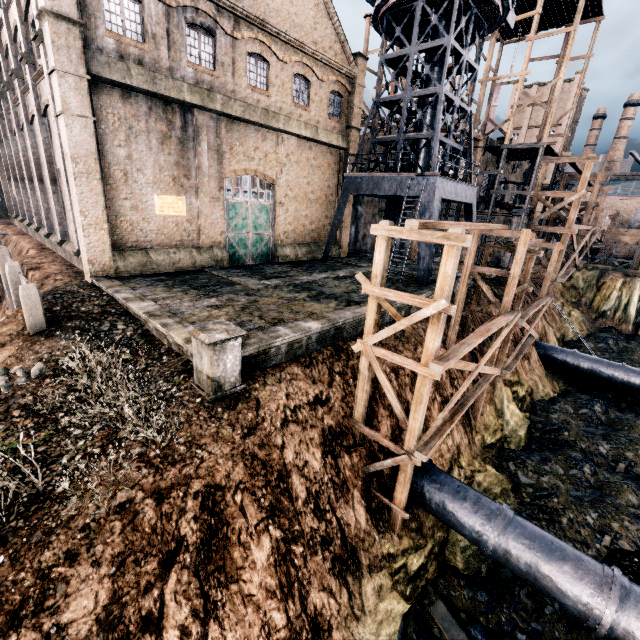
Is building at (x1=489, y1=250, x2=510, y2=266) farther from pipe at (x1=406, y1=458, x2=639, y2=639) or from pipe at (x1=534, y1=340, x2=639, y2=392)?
pipe at (x1=406, y1=458, x2=639, y2=639)

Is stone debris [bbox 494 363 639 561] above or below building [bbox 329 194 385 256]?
below

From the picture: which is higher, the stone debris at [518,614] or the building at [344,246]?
the building at [344,246]

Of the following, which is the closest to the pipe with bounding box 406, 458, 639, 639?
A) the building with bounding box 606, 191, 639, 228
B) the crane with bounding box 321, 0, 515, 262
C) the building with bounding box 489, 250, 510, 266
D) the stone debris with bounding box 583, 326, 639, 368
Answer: the stone debris with bounding box 583, 326, 639, 368

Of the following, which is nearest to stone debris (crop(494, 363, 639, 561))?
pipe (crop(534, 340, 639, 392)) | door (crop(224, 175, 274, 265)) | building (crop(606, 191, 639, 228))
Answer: pipe (crop(534, 340, 639, 392))

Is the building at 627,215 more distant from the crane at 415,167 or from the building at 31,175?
the crane at 415,167

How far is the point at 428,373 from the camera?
9.5 meters

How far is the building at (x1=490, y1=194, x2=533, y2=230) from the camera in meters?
29.3
